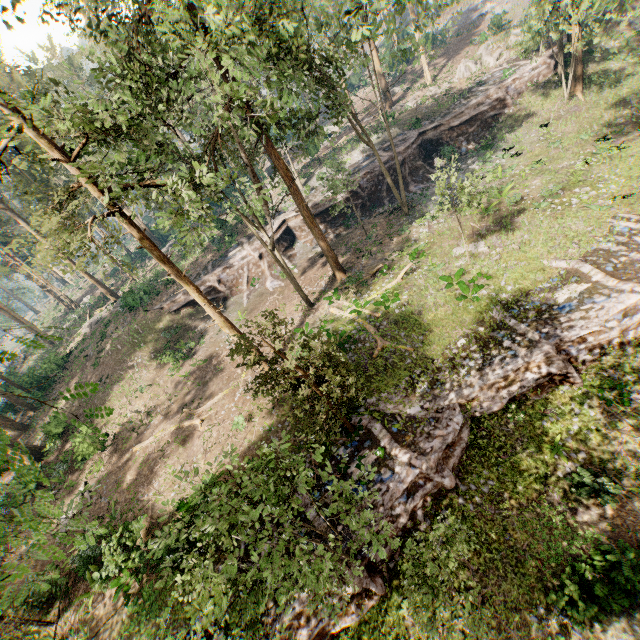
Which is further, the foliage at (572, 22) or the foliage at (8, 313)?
the foliage at (572, 22)

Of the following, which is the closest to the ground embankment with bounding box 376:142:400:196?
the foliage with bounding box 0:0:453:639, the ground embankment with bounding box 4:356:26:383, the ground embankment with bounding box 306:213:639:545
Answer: the foliage with bounding box 0:0:453:639

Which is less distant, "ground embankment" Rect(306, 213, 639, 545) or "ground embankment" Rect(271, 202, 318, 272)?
→ "ground embankment" Rect(306, 213, 639, 545)

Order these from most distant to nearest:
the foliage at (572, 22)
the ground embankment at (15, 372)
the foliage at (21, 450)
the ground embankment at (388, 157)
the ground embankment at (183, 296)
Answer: the ground embankment at (15, 372) < the ground embankment at (183, 296) < the ground embankment at (388, 157) < the foliage at (572, 22) < the foliage at (21, 450)

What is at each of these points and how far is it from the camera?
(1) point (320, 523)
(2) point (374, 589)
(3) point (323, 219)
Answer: (1) ground embankment, 13.6 meters
(2) ground embankment, 12.1 meters
(3) ground embankment, 32.8 meters

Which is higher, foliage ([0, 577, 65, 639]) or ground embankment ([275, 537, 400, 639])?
foliage ([0, 577, 65, 639])

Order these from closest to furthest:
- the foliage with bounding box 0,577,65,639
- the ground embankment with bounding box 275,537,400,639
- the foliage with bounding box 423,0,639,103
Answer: the foliage with bounding box 0,577,65,639, the ground embankment with bounding box 275,537,400,639, the foliage with bounding box 423,0,639,103

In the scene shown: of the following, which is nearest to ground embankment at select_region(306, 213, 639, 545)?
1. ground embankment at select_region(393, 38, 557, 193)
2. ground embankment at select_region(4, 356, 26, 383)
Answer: ground embankment at select_region(393, 38, 557, 193)
